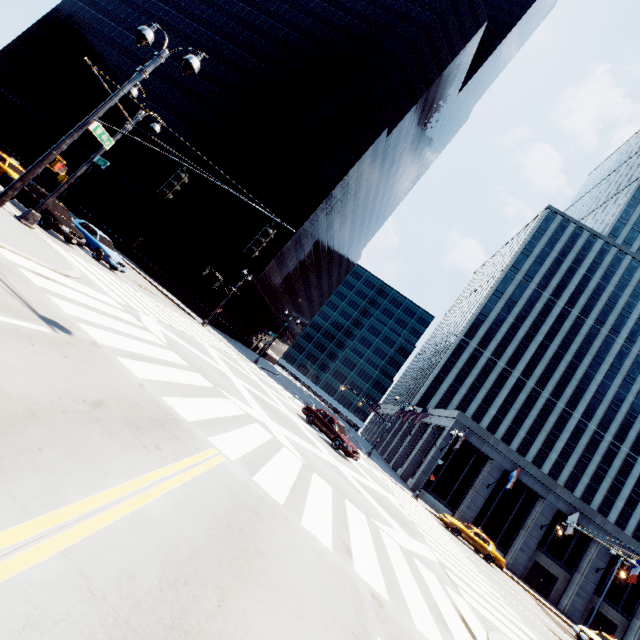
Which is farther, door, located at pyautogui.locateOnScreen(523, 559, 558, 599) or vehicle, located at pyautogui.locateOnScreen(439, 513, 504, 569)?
door, located at pyautogui.locateOnScreen(523, 559, 558, 599)

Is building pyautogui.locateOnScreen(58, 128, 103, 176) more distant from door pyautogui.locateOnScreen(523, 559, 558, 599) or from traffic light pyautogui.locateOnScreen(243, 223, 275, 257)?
door pyautogui.locateOnScreen(523, 559, 558, 599)

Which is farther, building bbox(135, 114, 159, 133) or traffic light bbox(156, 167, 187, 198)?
building bbox(135, 114, 159, 133)

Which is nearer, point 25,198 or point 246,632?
point 246,632

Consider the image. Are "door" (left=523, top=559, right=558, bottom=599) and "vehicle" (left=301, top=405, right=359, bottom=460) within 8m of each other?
no

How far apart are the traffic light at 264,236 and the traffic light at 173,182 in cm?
255

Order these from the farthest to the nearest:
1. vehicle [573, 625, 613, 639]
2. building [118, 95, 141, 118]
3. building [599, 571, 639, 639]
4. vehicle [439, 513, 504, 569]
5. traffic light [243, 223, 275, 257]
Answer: building [118, 95, 141, 118] < building [599, 571, 639, 639] < vehicle [439, 513, 504, 569] < vehicle [573, 625, 613, 639] < traffic light [243, 223, 275, 257]

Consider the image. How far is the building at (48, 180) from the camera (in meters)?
46.66
